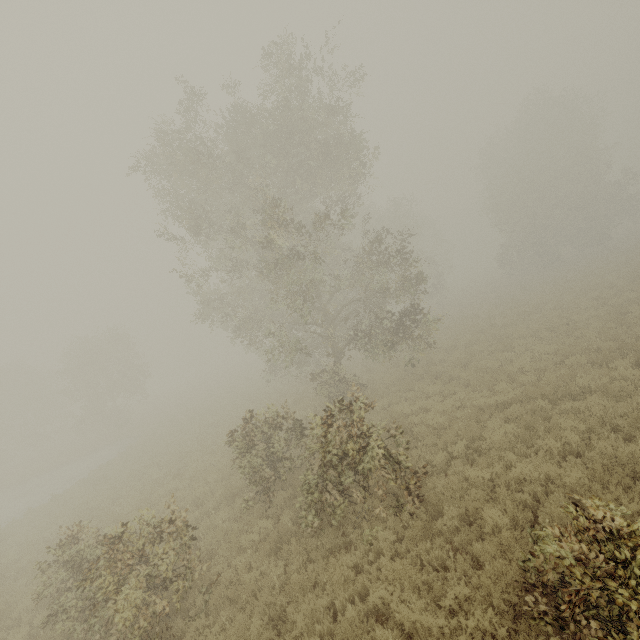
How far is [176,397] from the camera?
47.94m

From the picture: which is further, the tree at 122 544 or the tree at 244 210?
the tree at 122 544

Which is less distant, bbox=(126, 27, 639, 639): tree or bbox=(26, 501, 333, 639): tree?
bbox=(126, 27, 639, 639): tree
